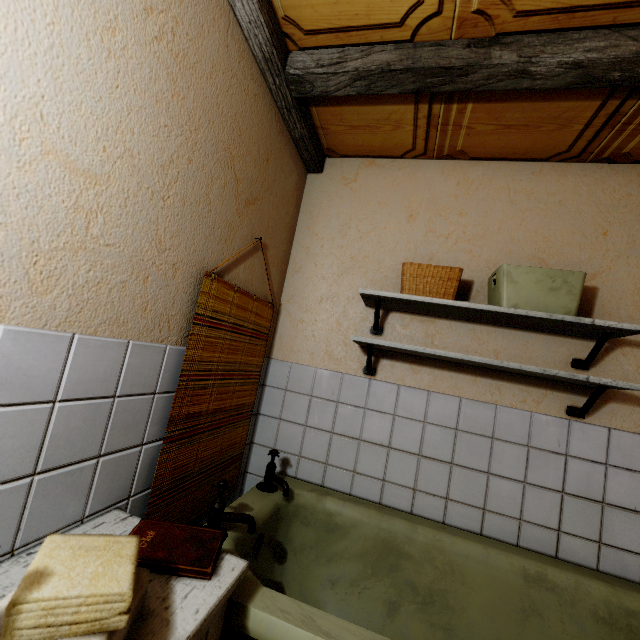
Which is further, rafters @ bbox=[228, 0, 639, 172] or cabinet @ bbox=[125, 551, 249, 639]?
rafters @ bbox=[228, 0, 639, 172]

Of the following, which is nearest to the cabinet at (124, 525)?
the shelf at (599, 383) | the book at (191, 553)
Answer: the book at (191, 553)

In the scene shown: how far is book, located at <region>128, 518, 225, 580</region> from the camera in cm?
84

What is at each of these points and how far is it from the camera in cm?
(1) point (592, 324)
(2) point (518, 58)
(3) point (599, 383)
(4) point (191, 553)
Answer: (1) shelf, 142
(2) rafters, 125
(3) shelf, 139
(4) book, 90

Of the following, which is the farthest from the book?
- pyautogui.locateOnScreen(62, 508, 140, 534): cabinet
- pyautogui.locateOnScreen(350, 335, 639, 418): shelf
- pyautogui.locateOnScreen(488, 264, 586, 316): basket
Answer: pyautogui.locateOnScreen(488, 264, 586, 316): basket

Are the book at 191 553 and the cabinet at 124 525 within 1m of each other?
yes

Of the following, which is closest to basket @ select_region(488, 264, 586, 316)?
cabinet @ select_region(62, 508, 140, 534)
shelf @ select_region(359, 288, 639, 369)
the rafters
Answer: shelf @ select_region(359, 288, 639, 369)
